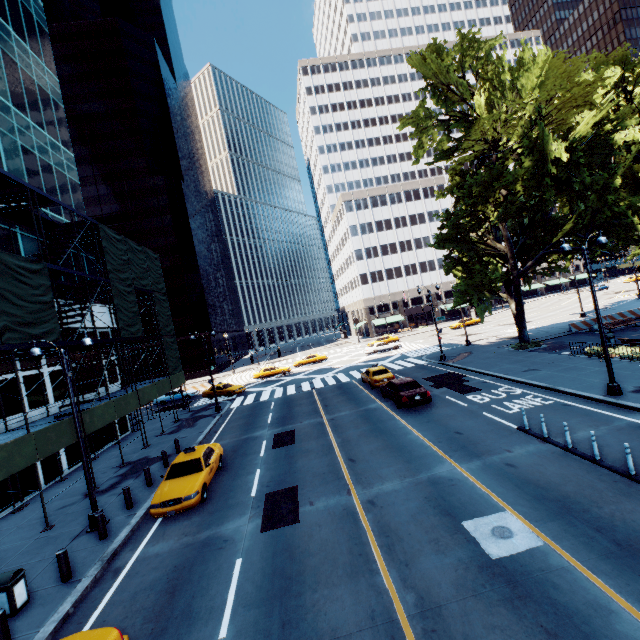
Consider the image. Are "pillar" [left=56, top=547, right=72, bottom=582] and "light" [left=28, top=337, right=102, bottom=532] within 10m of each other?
yes

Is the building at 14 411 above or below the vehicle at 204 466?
above

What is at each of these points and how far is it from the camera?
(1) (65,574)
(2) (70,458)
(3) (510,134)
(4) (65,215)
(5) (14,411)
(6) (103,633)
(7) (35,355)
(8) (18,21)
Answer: (1) pillar, 9.5m
(2) building, 20.2m
(3) tree, 21.1m
(4) building, 24.8m
(5) building, 17.0m
(6) vehicle, 6.3m
(7) light, 12.1m
(8) building, 24.0m

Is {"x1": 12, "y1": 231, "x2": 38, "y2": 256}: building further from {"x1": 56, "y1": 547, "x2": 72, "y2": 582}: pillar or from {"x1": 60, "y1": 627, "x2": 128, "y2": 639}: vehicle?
{"x1": 60, "y1": 627, "x2": 128, "y2": 639}: vehicle

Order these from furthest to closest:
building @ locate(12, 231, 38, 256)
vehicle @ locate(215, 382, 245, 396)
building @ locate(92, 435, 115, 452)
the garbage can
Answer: vehicle @ locate(215, 382, 245, 396) → building @ locate(92, 435, 115, 452) → building @ locate(12, 231, 38, 256) → the garbage can

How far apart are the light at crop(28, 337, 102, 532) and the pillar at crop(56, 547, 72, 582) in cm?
263

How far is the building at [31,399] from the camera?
17.8 meters

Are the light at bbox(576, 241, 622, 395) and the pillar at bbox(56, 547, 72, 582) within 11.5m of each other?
no
